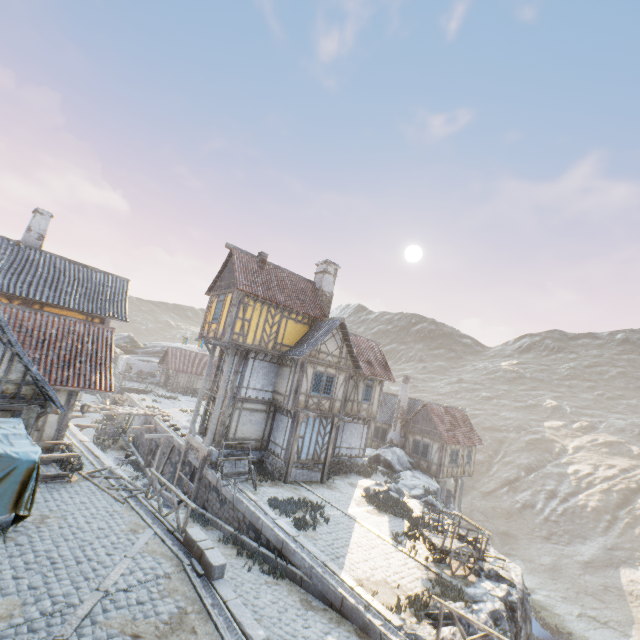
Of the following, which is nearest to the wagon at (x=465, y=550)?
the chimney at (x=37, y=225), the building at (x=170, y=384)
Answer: the chimney at (x=37, y=225)

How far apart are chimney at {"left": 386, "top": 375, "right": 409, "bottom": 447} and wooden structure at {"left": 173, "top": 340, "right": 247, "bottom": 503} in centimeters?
1770cm

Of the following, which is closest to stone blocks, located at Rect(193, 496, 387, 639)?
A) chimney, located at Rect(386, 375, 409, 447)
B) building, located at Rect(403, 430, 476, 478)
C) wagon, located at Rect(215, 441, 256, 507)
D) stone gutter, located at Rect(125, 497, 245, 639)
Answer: stone gutter, located at Rect(125, 497, 245, 639)

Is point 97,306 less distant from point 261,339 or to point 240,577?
point 261,339

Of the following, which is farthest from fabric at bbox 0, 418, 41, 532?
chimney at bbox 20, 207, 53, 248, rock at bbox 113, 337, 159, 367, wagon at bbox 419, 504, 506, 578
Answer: rock at bbox 113, 337, 159, 367

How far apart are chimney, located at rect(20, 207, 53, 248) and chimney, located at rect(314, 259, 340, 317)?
16.87m

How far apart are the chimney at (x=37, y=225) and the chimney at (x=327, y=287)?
16.9m

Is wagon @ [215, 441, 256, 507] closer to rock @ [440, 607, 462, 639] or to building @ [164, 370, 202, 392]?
rock @ [440, 607, 462, 639]
